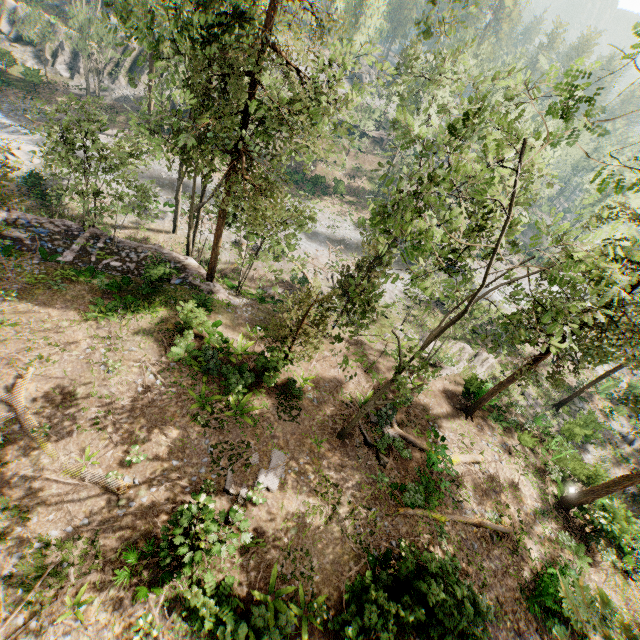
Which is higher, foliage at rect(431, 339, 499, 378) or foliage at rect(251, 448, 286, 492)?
foliage at rect(251, 448, 286, 492)

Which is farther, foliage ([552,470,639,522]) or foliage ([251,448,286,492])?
foliage ([552,470,639,522])

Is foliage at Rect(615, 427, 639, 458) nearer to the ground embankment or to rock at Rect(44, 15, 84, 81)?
the ground embankment

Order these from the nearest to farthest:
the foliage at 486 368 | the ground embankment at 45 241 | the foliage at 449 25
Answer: the foliage at 486 368
the foliage at 449 25
the ground embankment at 45 241

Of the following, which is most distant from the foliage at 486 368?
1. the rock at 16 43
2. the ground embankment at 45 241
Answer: the rock at 16 43

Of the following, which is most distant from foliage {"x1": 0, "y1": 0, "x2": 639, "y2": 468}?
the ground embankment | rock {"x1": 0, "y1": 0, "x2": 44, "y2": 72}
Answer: rock {"x1": 0, "y1": 0, "x2": 44, "y2": 72}

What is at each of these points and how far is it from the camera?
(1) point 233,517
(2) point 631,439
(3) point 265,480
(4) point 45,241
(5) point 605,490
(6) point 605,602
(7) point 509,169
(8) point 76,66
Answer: (1) foliage, 10.7 meters
(2) foliage, 31.3 meters
(3) foliage, 13.7 meters
(4) ground embankment, 19.3 meters
(5) foliage, 17.7 meters
(6) foliage, 2.6 meters
(7) foliage, 11.0 meters
(8) rock, 42.2 meters

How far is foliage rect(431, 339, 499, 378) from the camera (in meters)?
11.84
